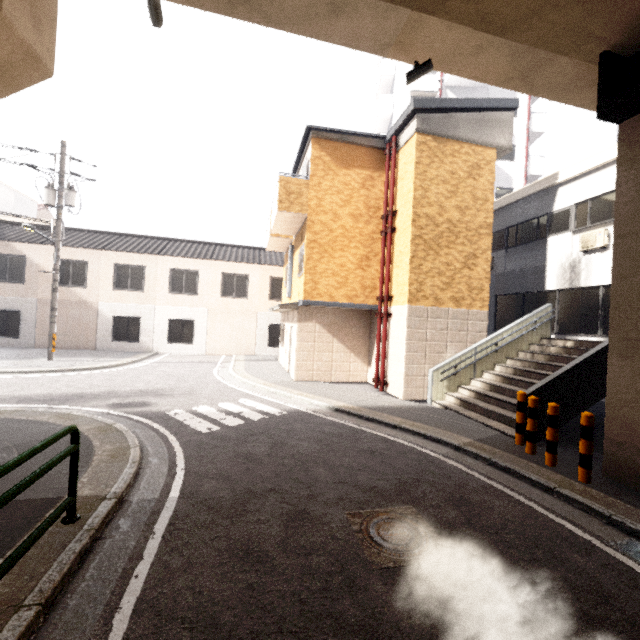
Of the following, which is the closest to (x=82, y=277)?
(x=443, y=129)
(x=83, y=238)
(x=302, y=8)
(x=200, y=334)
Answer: → (x=83, y=238)

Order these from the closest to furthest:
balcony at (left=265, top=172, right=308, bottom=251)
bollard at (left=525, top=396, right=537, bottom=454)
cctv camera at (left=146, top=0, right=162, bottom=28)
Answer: cctv camera at (left=146, top=0, right=162, bottom=28) < bollard at (left=525, top=396, right=537, bottom=454) < balcony at (left=265, top=172, right=308, bottom=251)

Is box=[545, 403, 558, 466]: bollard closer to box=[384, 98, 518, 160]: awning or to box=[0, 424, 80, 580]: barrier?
box=[0, 424, 80, 580]: barrier

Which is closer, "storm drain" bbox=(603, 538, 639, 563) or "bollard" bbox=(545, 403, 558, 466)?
"storm drain" bbox=(603, 538, 639, 563)

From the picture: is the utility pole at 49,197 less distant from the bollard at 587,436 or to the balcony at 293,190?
the balcony at 293,190

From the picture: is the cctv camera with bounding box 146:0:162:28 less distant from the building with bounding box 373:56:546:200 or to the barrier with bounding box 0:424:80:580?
the barrier with bounding box 0:424:80:580

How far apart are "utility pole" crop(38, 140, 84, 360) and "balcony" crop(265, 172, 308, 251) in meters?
8.6 m

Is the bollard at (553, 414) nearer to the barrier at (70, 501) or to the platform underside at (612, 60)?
the platform underside at (612, 60)
